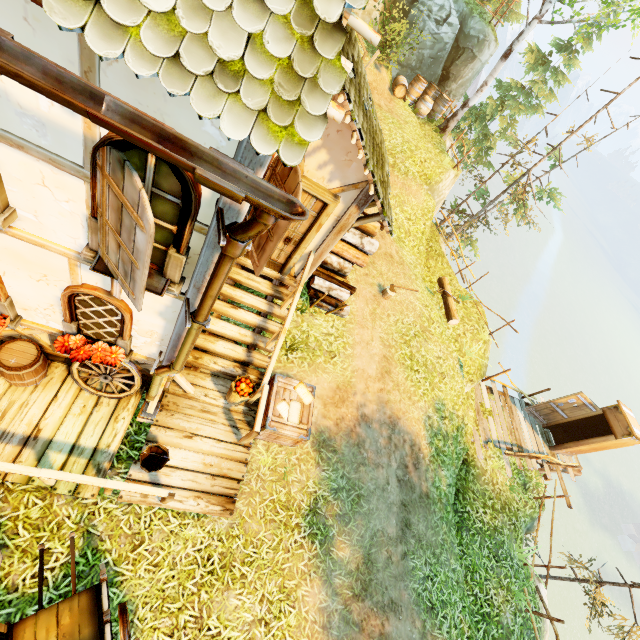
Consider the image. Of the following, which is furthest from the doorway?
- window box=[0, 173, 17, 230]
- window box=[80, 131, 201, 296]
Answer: window box=[0, 173, 17, 230]

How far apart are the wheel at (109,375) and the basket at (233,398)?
1.5m

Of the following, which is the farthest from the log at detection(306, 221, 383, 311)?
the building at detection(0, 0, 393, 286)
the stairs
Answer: the stairs

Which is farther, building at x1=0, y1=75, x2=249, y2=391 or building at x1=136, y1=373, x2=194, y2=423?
building at x1=136, y1=373, x2=194, y2=423

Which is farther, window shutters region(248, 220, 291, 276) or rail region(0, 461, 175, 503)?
rail region(0, 461, 175, 503)

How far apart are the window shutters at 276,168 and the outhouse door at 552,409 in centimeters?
1248cm

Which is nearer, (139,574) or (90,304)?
(90,304)

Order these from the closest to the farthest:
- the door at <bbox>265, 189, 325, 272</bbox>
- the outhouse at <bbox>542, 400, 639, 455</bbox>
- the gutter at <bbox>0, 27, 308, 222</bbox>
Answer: the gutter at <bbox>0, 27, 308, 222</bbox> < the door at <bbox>265, 189, 325, 272</bbox> < the outhouse at <bbox>542, 400, 639, 455</bbox>
